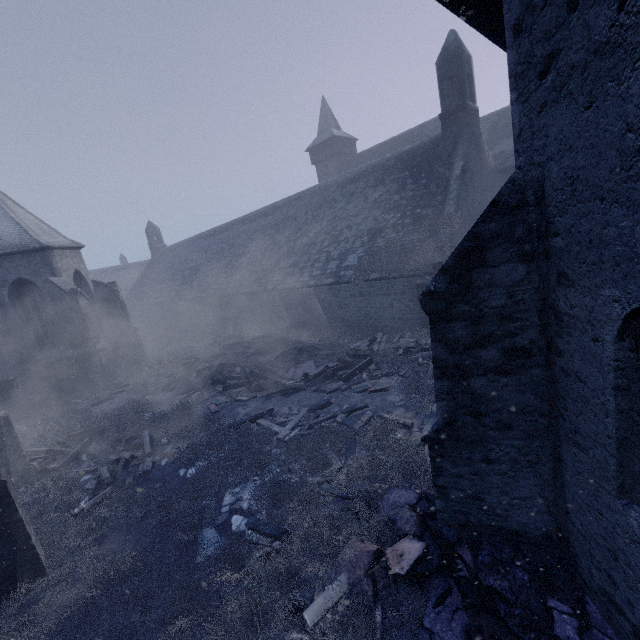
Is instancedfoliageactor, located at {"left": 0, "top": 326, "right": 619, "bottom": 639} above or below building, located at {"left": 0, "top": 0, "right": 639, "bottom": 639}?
below

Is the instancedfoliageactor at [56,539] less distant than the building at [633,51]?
No

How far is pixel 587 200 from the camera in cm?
248

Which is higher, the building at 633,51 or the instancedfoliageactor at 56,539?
the building at 633,51

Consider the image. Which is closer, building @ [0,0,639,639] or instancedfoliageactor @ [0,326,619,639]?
building @ [0,0,639,639]
